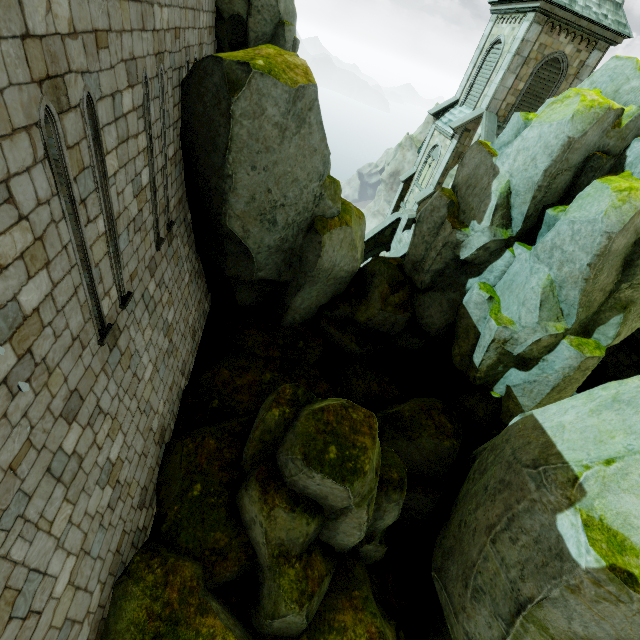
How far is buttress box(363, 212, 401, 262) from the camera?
23.75m

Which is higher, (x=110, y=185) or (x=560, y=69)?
(x=560, y=69)

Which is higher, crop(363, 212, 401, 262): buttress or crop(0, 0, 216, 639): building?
crop(0, 0, 216, 639): building

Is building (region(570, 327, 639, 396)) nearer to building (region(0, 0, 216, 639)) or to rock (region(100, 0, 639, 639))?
rock (region(100, 0, 639, 639))

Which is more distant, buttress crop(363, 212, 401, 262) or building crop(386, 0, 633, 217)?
buttress crop(363, 212, 401, 262)

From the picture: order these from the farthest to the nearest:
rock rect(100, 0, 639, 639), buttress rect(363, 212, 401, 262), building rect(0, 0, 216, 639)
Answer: buttress rect(363, 212, 401, 262), rock rect(100, 0, 639, 639), building rect(0, 0, 216, 639)

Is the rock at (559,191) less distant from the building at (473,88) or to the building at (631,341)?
the building at (631,341)

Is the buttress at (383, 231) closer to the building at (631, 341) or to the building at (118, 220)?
the building at (631, 341)
